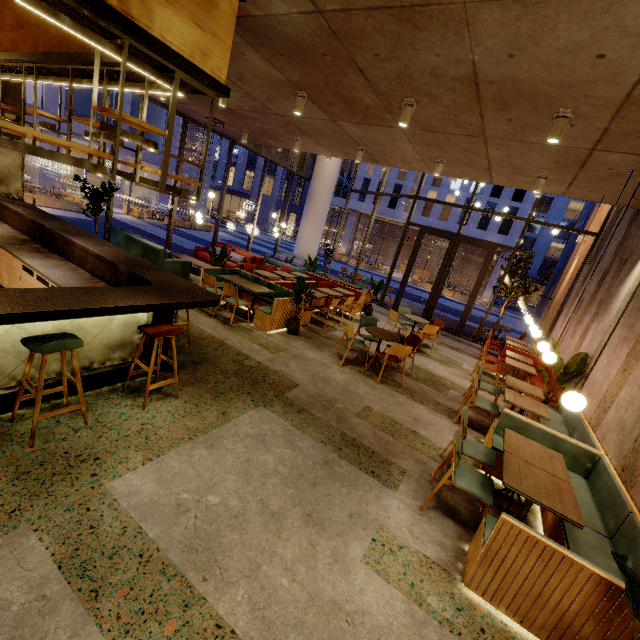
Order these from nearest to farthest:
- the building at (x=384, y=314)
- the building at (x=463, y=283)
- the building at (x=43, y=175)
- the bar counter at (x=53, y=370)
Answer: the bar counter at (x=53, y=370) < the building at (x=384, y=314) < the building at (x=43, y=175) < the building at (x=463, y=283)

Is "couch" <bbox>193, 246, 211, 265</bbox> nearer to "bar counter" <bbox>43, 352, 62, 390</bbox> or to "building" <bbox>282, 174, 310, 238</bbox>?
"bar counter" <bbox>43, 352, 62, 390</bbox>

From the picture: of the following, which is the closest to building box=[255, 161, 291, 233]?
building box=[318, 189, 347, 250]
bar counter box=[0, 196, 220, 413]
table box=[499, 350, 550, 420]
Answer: building box=[318, 189, 347, 250]

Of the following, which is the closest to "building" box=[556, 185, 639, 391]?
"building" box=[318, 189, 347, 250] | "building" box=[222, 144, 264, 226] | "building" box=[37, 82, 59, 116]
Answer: "building" box=[37, 82, 59, 116]

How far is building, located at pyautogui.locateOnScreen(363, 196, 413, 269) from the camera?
36.7m

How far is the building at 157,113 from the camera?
25.94m

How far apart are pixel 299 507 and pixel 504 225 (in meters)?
43.73

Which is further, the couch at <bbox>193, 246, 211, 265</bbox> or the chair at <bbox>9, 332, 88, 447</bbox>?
the couch at <bbox>193, 246, 211, 265</bbox>
